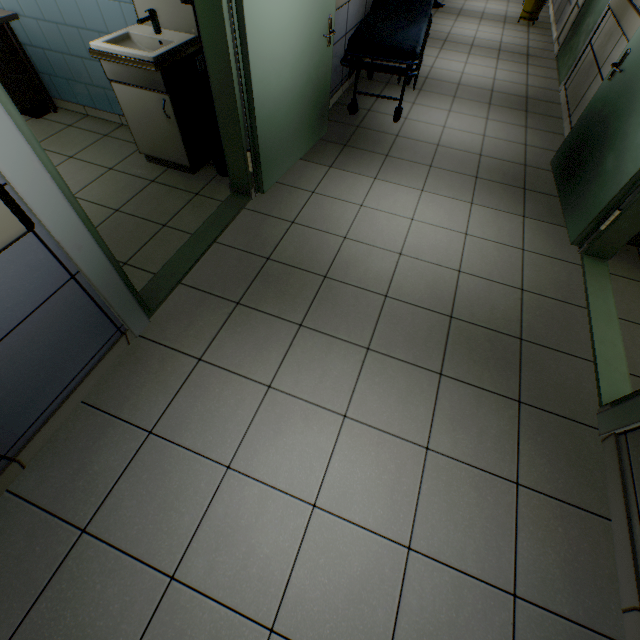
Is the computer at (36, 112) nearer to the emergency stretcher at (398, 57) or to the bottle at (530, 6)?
the emergency stretcher at (398, 57)

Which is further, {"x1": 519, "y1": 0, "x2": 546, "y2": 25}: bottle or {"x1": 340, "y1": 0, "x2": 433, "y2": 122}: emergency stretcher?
{"x1": 519, "y1": 0, "x2": 546, "y2": 25}: bottle

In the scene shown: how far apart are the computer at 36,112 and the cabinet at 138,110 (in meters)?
1.66

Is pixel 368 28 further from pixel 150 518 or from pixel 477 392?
pixel 150 518

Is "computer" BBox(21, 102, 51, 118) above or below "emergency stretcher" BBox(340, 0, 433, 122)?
below

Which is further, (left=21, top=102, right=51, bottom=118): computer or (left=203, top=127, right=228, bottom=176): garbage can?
(left=21, top=102, right=51, bottom=118): computer

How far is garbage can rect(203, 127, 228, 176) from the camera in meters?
3.0

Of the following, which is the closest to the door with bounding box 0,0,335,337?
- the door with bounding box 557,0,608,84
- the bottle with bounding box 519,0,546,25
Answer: the door with bounding box 557,0,608,84
